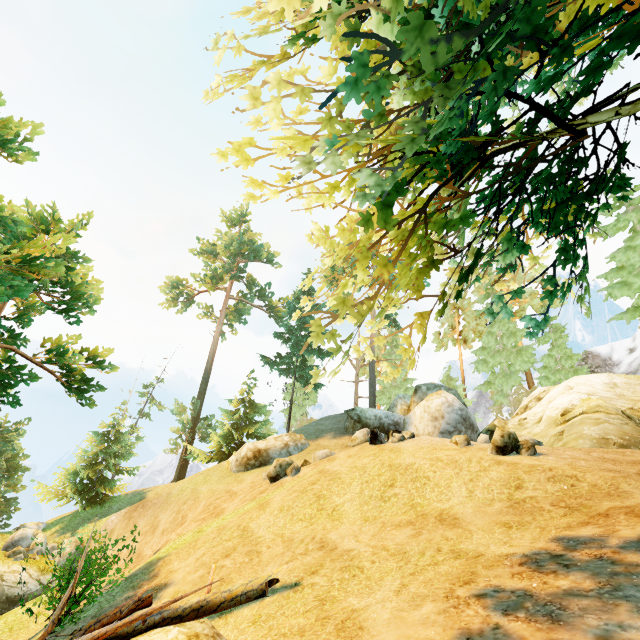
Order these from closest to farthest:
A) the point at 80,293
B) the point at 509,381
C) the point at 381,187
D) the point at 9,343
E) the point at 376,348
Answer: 1. the point at 381,187
2. the point at 80,293
3. the point at 9,343
4. the point at 509,381
5. the point at 376,348

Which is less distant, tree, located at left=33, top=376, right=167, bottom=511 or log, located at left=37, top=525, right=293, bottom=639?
log, located at left=37, top=525, right=293, bottom=639

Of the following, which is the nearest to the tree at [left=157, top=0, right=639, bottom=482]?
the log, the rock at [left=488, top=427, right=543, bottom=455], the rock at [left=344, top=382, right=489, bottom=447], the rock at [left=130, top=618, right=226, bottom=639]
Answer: the log

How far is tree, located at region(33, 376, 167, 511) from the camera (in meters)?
27.73

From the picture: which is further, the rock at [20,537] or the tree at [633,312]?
the rock at [20,537]

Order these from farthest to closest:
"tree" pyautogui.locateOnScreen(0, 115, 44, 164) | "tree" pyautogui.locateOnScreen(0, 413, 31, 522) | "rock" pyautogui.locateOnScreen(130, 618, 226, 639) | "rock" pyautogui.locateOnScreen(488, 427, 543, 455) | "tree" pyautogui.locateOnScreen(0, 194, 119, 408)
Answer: "tree" pyautogui.locateOnScreen(0, 413, 31, 522), "tree" pyautogui.locateOnScreen(0, 115, 44, 164), "tree" pyautogui.locateOnScreen(0, 194, 119, 408), "rock" pyautogui.locateOnScreen(488, 427, 543, 455), "rock" pyautogui.locateOnScreen(130, 618, 226, 639)

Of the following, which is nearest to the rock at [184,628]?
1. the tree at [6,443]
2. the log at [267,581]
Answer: the log at [267,581]

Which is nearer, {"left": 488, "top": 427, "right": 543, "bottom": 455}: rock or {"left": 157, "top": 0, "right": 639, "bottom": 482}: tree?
{"left": 157, "top": 0, "right": 639, "bottom": 482}: tree
